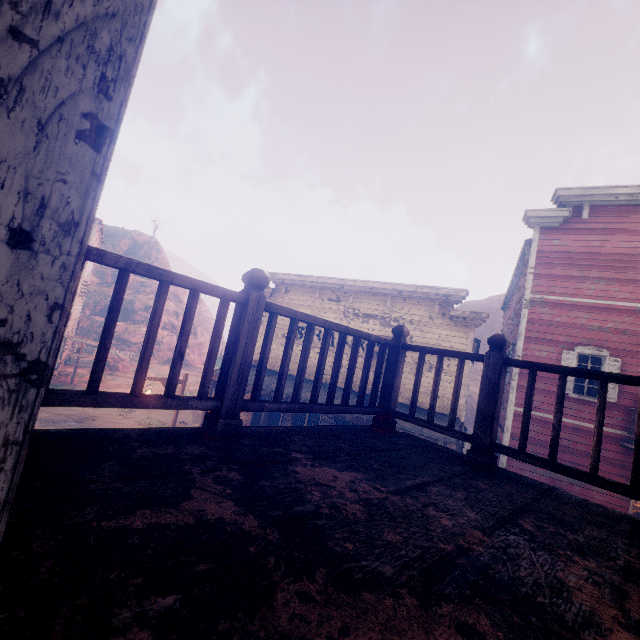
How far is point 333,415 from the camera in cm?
1142

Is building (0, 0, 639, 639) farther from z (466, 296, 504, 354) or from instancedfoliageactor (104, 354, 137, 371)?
instancedfoliageactor (104, 354, 137, 371)

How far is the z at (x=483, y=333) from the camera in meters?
50.0 m

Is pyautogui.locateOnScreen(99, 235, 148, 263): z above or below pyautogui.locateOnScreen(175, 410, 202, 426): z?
above

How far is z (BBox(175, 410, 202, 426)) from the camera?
18.03m

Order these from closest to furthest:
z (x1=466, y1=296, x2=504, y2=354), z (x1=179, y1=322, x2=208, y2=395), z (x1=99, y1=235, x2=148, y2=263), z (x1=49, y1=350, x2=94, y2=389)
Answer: z (x1=49, y1=350, x2=94, y2=389)
z (x1=179, y1=322, x2=208, y2=395)
z (x1=466, y1=296, x2=504, y2=354)
z (x1=99, y1=235, x2=148, y2=263)

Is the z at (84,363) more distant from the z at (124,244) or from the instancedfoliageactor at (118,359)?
the z at (124,244)

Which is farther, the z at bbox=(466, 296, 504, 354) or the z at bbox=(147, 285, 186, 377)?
the z at bbox=(466, 296, 504, 354)
